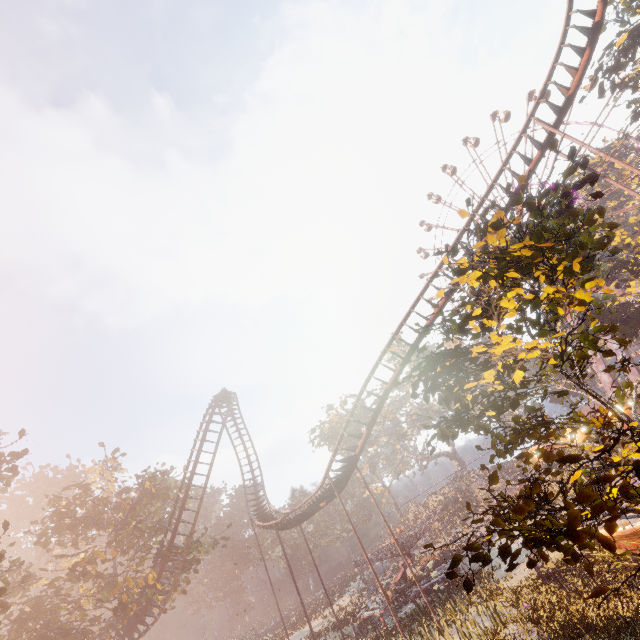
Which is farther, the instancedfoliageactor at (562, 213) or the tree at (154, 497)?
the tree at (154, 497)

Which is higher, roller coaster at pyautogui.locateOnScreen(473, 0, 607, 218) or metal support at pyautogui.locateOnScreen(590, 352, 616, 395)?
roller coaster at pyautogui.locateOnScreen(473, 0, 607, 218)

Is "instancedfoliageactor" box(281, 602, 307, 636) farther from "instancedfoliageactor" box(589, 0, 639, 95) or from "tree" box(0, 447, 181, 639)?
"instancedfoliageactor" box(589, 0, 639, 95)

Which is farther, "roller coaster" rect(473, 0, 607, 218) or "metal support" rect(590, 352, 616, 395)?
"metal support" rect(590, 352, 616, 395)

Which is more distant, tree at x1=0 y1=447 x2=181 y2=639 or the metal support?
the metal support

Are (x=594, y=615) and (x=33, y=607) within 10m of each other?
no

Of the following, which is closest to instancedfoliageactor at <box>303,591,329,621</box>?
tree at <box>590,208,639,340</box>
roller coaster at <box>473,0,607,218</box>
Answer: roller coaster at <box>473,0,607,218</box>

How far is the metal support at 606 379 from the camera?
41.0m
